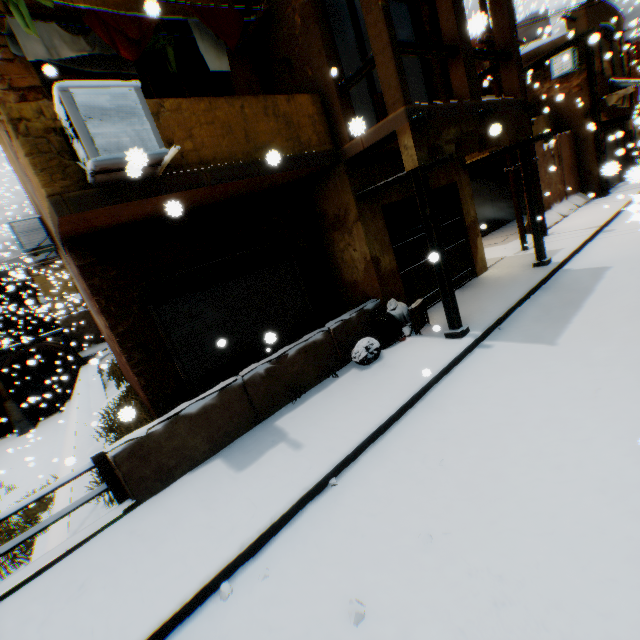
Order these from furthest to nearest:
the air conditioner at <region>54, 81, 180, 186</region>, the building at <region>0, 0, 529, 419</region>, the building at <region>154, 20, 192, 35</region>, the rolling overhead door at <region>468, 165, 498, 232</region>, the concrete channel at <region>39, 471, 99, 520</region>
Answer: the rolling overhead door at <region>468, 165, 498, 232</region>
the concrete channel at <region>39, 471, 99, 520</region>
the building at <region>154, 20, 192, 35</region>
the building at <region>0, 0, 529, 419</region>
the air conditioner at <region>54, 81, 180, 186</region>

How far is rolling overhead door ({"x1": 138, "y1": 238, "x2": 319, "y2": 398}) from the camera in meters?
6.1

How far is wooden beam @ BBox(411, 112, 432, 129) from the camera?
5.0m

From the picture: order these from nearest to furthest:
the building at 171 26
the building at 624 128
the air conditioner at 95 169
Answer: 1. the air conditioner at 95 169
2. the building at 171 26
3. the building at 624 128

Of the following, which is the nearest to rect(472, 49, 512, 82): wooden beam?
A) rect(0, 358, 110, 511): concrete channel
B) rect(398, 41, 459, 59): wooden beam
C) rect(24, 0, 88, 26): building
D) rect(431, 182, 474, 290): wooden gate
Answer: rect(24, 0, 88, 26): building

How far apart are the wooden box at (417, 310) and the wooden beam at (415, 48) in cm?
436

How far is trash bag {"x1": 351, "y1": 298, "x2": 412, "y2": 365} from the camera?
6.2m

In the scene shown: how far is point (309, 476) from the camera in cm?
387
